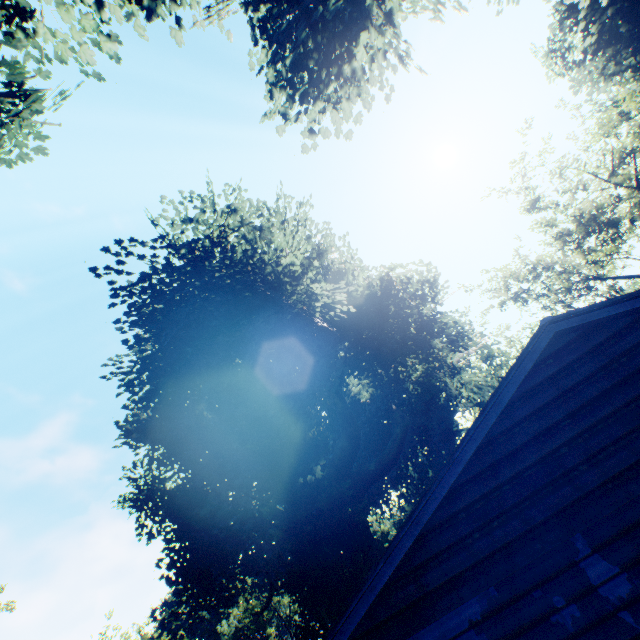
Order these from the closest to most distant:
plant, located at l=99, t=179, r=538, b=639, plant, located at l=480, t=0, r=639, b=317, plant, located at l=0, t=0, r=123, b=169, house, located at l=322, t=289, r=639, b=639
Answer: house, located at l=322, t=289, r=639, b=639, plant, located at l=0, t=0, r=123, b=169, plant, located at l=99, t=179, r=538, b=639, plant, located at l=480, t=0, r=639, b=317

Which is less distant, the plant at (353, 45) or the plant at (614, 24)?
the plant at (353, 45)

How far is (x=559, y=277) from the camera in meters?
30.6

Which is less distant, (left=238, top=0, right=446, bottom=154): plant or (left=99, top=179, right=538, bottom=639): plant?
(left=238, top=0, right=446, bottom=154): plant

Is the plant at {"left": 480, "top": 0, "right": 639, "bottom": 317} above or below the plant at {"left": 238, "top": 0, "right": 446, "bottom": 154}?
above

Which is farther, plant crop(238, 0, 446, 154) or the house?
plant crop(238, 0, 446, 154)

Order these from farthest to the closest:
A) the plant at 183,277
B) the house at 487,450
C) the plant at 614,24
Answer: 1. the plant at 614,24
2. the plant at 183,277
3. the house at 487,450
